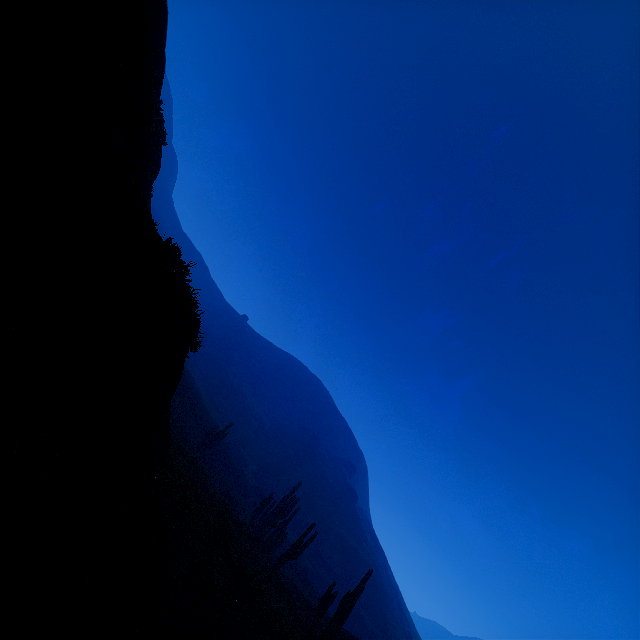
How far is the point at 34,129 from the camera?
1.6 meters

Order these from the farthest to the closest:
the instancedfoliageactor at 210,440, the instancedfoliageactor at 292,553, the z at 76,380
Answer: the instancedfoliageactor at 210,440 → the instancedfoliageactor at 292,553 → the z at 76,380

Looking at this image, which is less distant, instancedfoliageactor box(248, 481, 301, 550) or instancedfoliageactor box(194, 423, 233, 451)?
instancedfoliageactor box(248, 481, 301, 550)

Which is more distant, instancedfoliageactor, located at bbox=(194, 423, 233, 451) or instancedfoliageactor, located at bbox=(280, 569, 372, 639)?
instancedfoliageactor, located at bbox=(194, 423, 233, 451)

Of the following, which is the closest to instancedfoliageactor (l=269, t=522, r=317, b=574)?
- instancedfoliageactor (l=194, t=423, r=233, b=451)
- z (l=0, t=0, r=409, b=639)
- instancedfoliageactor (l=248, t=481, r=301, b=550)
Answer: z (l=0, t=0, r=409, b=639)

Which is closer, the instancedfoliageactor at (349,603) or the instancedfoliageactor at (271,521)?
the instancedfoliageactor at (349,603)

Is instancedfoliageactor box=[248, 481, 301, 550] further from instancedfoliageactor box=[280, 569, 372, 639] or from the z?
instancedfoliageactor box=[280, 569, 372, 639]

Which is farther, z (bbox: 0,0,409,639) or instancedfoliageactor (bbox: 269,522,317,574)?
instancedfoliageactor (bbox: 269,522,317,574)
